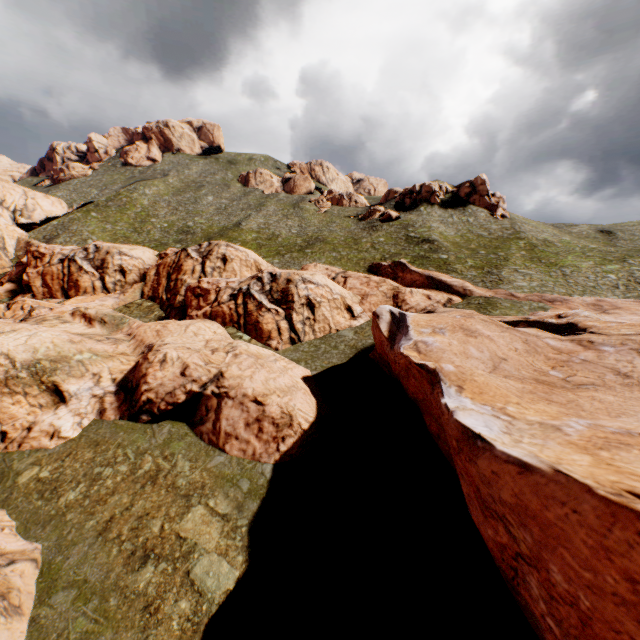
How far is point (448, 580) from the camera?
12.59m

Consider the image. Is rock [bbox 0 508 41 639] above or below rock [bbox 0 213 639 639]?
below

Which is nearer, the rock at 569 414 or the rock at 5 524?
the rock at 569 414

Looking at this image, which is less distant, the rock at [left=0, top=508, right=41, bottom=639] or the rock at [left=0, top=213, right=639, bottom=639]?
the rock at [left=0, top=213, right=639, bottom=639]

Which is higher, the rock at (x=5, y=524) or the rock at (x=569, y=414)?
the rock at (x=569, y=414)
